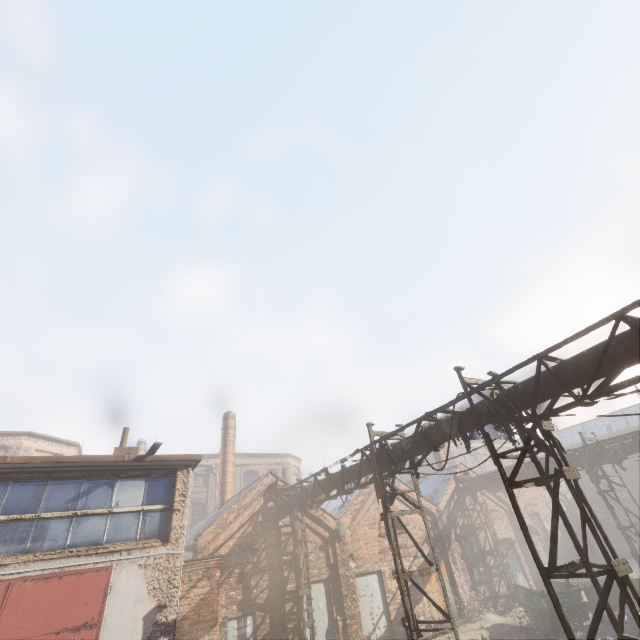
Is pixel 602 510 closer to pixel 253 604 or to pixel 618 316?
pixel 253 604

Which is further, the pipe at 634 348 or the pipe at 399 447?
the pipe at 399 447

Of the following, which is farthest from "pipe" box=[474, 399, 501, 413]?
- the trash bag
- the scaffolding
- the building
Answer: the building

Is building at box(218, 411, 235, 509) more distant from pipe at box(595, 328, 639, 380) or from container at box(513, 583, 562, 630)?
container at box(513, 583, 562, 630)

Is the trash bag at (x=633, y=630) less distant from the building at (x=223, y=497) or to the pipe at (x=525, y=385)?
the pipe at (x=525, y=385)

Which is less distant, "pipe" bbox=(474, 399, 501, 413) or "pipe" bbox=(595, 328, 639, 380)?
"pipe" bbox=(595, 328, 639, 380)

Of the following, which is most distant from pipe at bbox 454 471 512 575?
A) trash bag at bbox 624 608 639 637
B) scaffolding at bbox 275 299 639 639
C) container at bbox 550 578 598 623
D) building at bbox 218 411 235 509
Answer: building at bbox 218 411 235 509

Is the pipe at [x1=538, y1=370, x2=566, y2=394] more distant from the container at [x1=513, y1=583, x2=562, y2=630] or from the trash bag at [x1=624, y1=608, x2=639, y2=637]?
the trash bag at [x1=624, y1=608, x2=639, y2=637]
